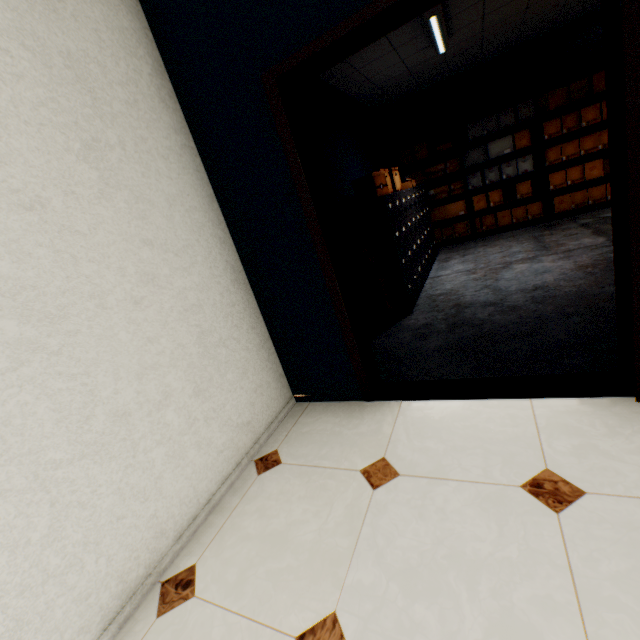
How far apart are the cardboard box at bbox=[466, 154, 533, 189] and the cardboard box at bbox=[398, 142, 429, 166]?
0.6m

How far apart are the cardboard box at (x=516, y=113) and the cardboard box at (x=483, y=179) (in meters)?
0.56

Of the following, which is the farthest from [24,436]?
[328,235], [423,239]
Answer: [423,239]

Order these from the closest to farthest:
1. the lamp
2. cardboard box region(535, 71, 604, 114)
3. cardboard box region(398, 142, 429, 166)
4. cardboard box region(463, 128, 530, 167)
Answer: the lamp < cardboard box region(535, 71, 604, 114) < cardboard box region(463, 128, 530, 167) < cardboard box region(398, 142, 429, 166)

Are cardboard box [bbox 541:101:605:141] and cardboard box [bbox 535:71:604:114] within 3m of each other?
yes

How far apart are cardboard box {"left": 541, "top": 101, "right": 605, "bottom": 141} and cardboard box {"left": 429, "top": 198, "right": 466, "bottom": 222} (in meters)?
1.50

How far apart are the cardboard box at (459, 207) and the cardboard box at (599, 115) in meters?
1.5

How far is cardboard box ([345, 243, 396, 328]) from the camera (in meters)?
3.35
